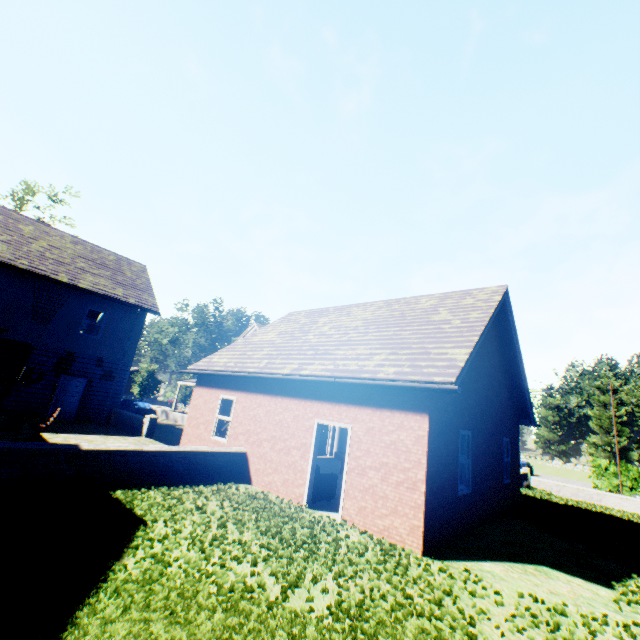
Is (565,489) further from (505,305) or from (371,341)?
(371,341)

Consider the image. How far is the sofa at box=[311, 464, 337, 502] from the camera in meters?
9.0 m

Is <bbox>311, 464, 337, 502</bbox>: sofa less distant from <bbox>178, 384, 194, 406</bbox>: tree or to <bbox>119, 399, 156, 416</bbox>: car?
<bbox>119, 399, 156, 416</bbox>: car

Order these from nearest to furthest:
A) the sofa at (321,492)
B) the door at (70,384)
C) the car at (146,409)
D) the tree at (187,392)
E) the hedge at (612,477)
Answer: the sofa at (321,492)
the door at (70,384)
the car at (146,409)
the hedge at (612,477)
the tree at (187,392)

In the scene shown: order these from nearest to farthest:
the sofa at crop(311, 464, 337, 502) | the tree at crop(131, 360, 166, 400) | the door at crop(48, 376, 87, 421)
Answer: the sofa at crop(311, 464, 337, 502), the door at crop(48, 376, 87, 421), the tree at crop(131, 360, 166, 400)

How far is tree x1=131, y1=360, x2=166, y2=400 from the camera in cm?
4428

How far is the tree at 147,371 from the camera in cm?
4428

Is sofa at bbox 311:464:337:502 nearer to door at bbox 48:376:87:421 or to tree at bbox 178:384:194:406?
door at bbox 48:376:87:421
